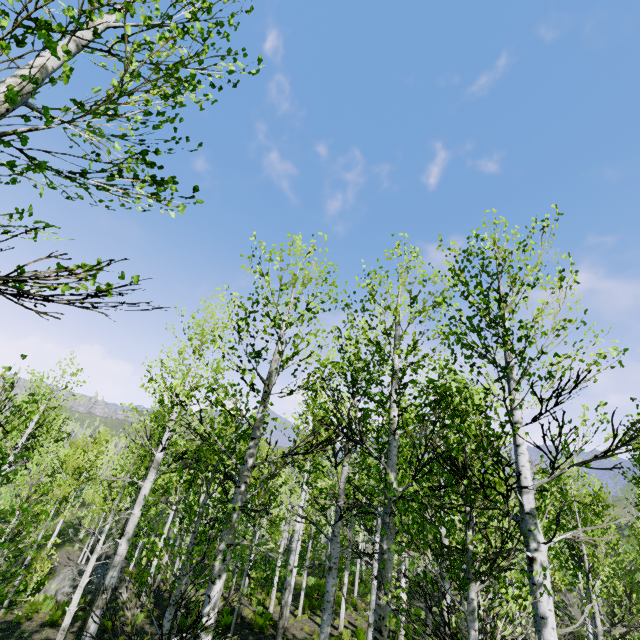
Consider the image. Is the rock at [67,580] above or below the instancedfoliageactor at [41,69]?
below

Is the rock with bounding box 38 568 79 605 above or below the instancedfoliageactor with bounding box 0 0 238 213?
below

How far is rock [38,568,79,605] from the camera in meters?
15.9

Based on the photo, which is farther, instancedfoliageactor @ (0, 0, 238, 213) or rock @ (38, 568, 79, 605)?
rock @ (38, 568, 79, 605)

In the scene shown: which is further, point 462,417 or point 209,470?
point 209,470

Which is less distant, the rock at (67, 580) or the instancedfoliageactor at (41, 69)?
the instancedfoliageactor at (41, 69)
